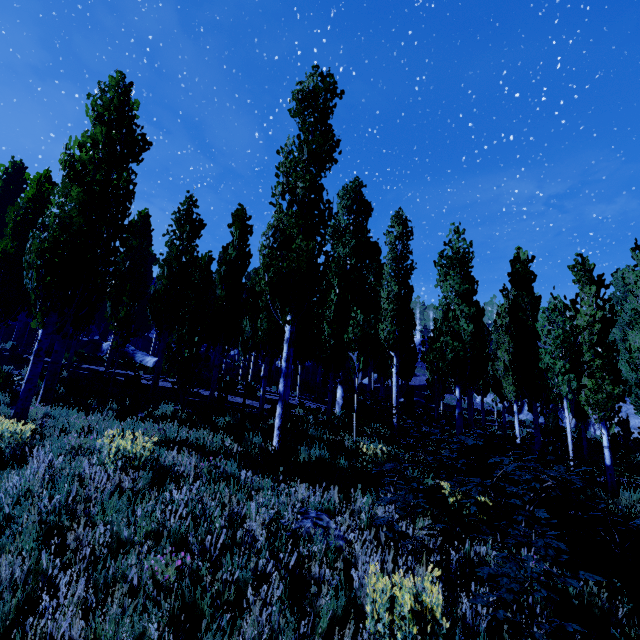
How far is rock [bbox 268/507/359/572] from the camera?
3.70m

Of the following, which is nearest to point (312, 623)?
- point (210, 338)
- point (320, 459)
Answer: point (320, 459)

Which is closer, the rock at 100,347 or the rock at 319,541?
the rock at 319,541

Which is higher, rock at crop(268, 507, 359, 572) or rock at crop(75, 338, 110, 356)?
rock at crop(75, 338, 110, 356)

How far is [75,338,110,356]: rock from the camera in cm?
2567

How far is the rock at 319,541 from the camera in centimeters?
370cm

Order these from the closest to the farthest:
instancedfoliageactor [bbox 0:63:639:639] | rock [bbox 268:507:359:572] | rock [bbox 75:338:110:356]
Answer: rock [bbox 268:507:359:572] → instancedfoliageactor [bbox 0:63:639:639] → rock [bbox 75:338:110:356]

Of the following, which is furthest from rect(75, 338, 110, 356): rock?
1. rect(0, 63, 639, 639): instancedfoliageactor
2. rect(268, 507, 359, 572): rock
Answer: rect(268, 507, 359, 572): rock
